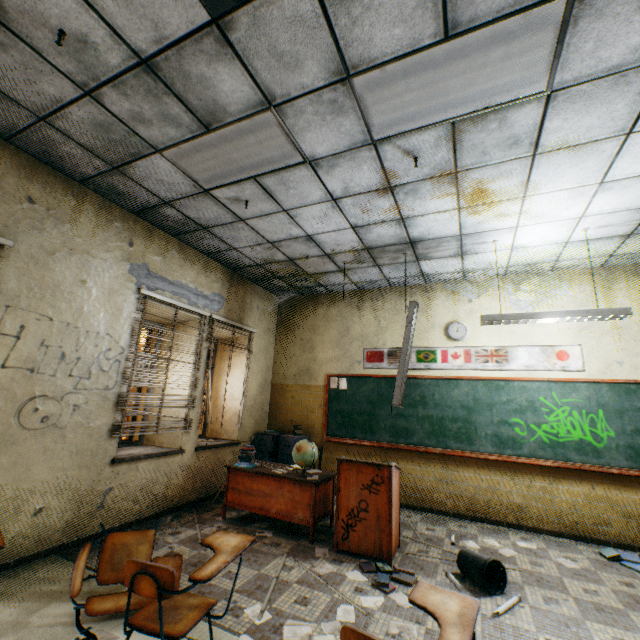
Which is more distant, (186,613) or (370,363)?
(370,363)

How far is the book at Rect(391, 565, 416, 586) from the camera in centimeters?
312cm

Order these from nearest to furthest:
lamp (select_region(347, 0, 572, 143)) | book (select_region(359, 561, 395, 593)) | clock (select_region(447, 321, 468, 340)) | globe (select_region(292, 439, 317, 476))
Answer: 1. lamp (select_region(347, 0, 572, 143))
2. book (select_region(359, 561, 395, 593))
3. globe (select_region(292, 439, 317, 476))
4. clock (select_region(447, 321, 468, 340))

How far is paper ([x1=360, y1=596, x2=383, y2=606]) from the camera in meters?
2.8 m

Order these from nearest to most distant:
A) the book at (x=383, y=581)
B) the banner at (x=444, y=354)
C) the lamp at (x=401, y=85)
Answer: the lamp at (x=401, y=85)
the book at (x=383, y=581)
the banner at (x=444, y=354)

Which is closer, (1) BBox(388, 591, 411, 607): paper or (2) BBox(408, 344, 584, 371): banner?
(1) BBox(388, 591, 411, 607): paper

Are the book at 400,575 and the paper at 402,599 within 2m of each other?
yes

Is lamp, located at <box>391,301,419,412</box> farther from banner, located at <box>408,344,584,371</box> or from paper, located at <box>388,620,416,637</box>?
paper, located at <box>388,620,416,637</box>
